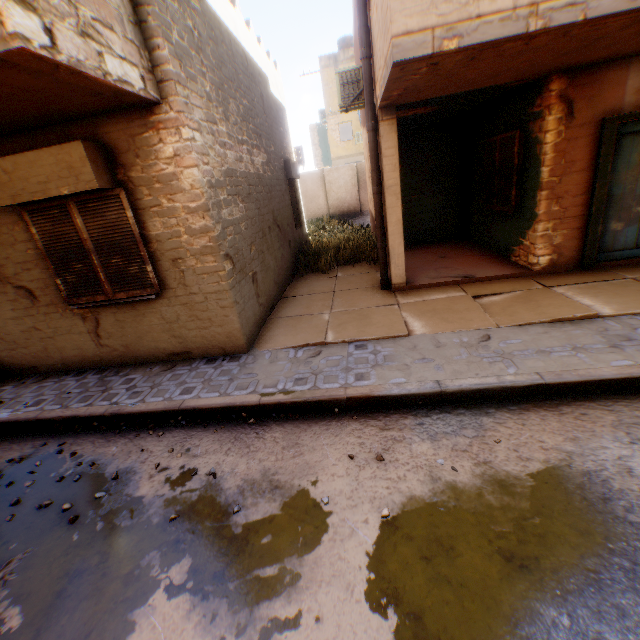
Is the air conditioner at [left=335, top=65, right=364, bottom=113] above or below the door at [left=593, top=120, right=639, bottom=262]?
above

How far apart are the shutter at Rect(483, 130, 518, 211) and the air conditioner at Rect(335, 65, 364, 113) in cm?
325

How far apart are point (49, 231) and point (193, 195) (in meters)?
2.35

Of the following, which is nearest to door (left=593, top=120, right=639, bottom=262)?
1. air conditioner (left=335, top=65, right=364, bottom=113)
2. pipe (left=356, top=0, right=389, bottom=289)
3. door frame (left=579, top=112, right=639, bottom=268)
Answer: door frame (left=579, top=112, right=639, bottom=268)

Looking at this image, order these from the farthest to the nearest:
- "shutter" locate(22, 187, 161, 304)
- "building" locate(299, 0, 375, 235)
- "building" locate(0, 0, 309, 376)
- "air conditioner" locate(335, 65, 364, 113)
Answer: "building" locate(299, 0, 375, 235) → "air conditioner" locate(335, 65, 364, 113) → "shutter" locate(22, 187, 161, 304) → "building" locate(0, 0, 309, 376)

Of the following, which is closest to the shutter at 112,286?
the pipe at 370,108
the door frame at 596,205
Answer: the pipe at 370,108

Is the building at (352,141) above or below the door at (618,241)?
above

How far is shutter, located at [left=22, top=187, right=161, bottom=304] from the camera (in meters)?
4.58
